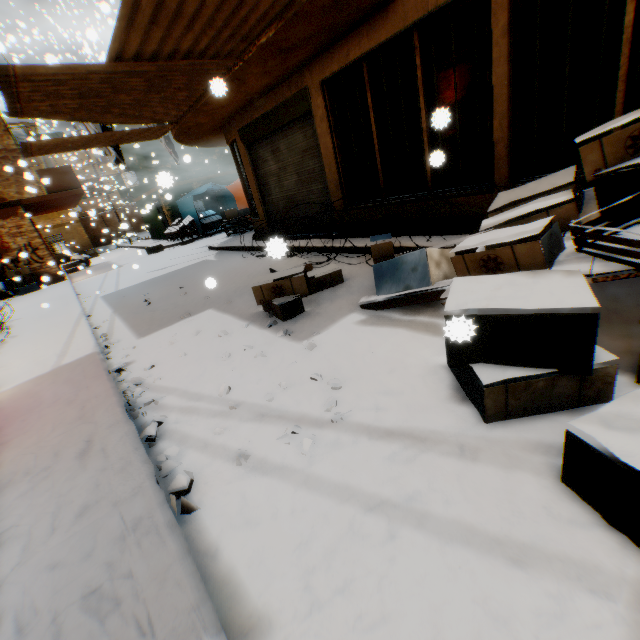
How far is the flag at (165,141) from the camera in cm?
1278

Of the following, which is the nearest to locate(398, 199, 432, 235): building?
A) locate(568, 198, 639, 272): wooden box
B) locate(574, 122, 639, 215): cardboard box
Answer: locate(574, 122, 639, 215): cardboard box

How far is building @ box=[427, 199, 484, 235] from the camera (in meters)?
5.12

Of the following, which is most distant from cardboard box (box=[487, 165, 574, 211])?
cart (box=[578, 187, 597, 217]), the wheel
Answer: the wheel

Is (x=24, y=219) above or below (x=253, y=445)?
above

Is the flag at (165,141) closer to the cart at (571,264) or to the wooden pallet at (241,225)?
the wooden pallet at (241,225)

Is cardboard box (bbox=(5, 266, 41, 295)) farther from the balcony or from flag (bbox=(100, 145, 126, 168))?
flag (bbox=(100, 145, 126, 168))
